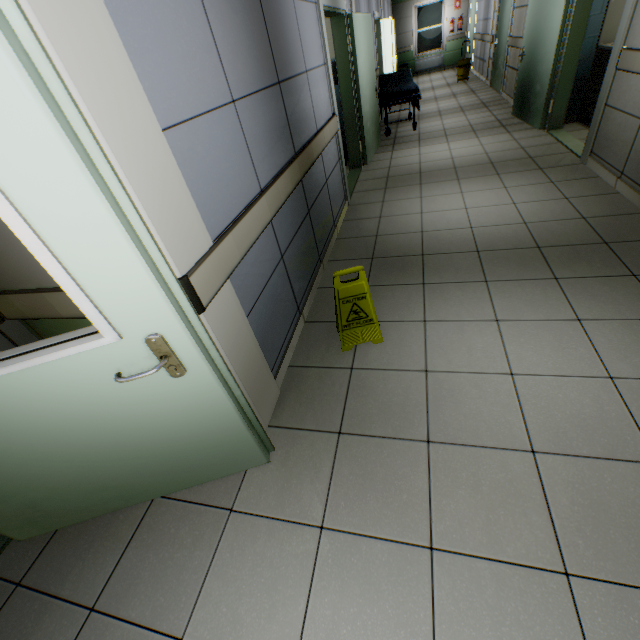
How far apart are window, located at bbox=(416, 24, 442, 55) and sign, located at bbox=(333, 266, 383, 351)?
17.14m

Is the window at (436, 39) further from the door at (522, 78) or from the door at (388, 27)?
the door at (522, 78)

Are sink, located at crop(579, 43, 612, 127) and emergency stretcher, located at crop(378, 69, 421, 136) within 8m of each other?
yes

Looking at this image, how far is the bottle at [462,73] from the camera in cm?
1048

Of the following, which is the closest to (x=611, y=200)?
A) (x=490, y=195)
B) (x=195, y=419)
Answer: (x=490, y=195)

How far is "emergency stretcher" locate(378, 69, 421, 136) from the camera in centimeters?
642cm

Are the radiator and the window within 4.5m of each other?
yes

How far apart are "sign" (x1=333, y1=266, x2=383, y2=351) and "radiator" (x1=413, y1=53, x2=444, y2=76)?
16.89m
